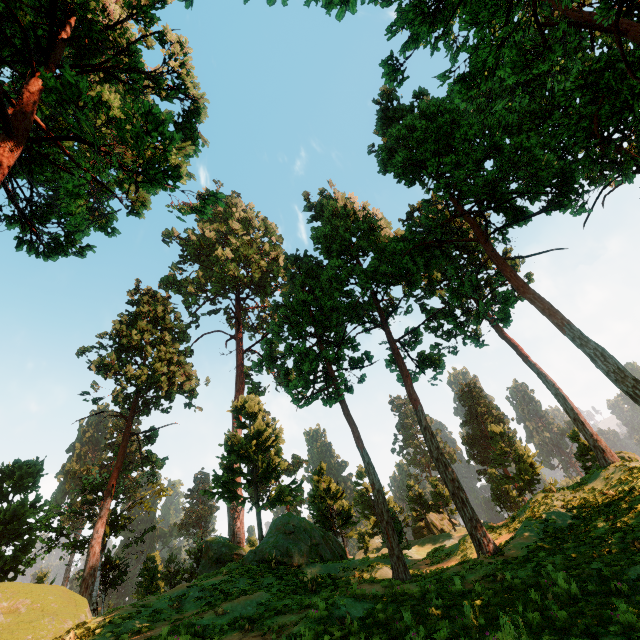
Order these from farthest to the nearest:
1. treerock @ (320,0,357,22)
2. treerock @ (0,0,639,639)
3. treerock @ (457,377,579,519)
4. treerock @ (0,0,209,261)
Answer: treerock @ (457,377,579,519) → treerock @ (0,0,639,639) → treerock @ (0,0,209,261) → treerock @ (320,0,357,22)

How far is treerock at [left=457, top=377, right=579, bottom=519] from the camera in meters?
35.6 m

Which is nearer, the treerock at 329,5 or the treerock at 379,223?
the treerock at 329,5

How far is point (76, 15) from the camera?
12.1 meters

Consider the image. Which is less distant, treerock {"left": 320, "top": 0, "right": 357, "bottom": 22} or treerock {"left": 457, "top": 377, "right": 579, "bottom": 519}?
treerock {"left": 320, "top": 0, "right": 357, "bottom": 22}
